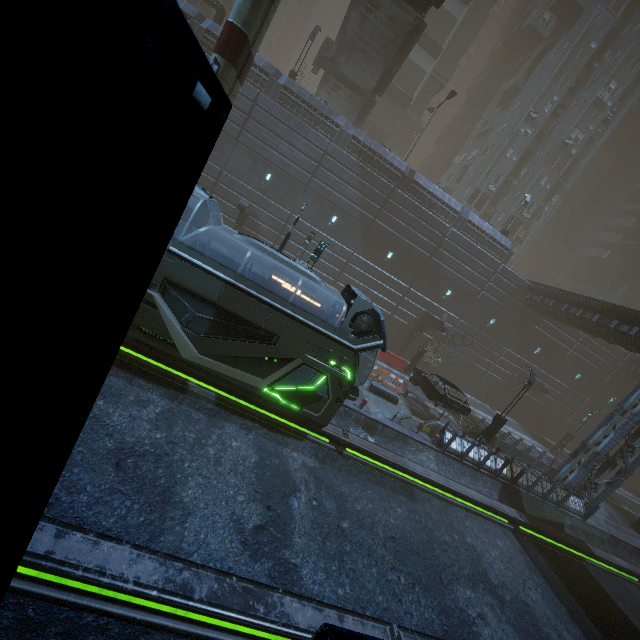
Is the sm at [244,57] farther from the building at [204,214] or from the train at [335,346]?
the train at [335,346]

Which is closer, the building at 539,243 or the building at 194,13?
the building at 194,13

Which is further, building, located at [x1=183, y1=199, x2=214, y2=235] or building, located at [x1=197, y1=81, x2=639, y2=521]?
building, located at [x1=183, y1=199, x2=214, y2=235]

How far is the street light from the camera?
18.1 meters

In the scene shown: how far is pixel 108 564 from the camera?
5.2 meters

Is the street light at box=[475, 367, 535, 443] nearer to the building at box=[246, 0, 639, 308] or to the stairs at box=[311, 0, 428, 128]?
the building at box=[246, 0, 639, 308]

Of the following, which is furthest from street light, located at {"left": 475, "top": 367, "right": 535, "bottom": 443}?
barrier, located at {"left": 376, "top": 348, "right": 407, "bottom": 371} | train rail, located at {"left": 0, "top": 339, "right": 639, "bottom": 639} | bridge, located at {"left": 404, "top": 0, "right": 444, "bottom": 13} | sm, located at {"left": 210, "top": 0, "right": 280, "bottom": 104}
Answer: bridge, located at {"left": 404, "top": 0, "right": 444, "bottom": 13}
